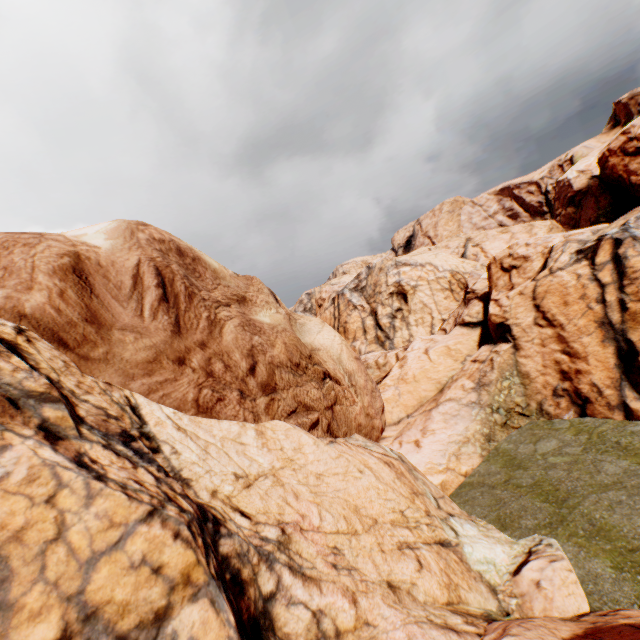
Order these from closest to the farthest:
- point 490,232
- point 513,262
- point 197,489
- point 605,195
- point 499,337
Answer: point 197,489 → point 499,337 → point 513,262 → point 490,232 → point 605,195
